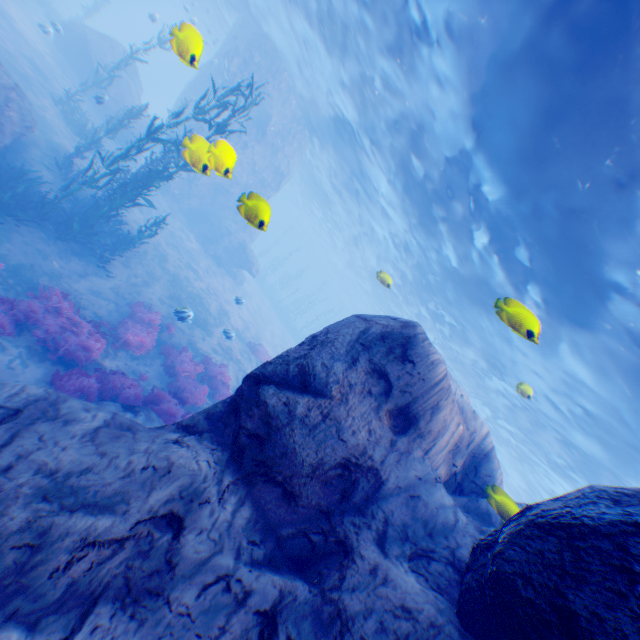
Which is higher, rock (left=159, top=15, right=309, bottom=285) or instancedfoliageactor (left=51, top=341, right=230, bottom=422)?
rock (left=159, top=15, right=309, bottom=285)

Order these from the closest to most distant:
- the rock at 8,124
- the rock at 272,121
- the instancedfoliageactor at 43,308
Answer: the instancedfoliageactor at 43,308, the rock at 8,124, the rock at 272,121

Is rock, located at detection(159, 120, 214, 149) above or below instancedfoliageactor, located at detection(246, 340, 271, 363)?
above

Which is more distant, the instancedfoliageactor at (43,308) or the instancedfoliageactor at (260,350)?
the instancedfoliageactor at (260,350)

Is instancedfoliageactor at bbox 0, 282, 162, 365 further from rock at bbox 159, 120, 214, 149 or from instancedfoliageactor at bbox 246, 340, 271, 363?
instancedfoliageactor at bbox 246, 340, 271, 363

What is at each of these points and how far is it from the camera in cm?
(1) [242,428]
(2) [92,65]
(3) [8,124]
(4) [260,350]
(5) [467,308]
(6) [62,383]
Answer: (1) rock, 473
(2) rock, 2019
(3) rock, 1016
(4) instancedfoliageactor, 2020
(5) light, 1962
(6) instancedfoliageactor, 757

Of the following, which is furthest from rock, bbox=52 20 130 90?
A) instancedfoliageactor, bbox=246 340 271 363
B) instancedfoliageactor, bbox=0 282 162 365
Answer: instancedfoliageactor, bbox=246 340 271 363
